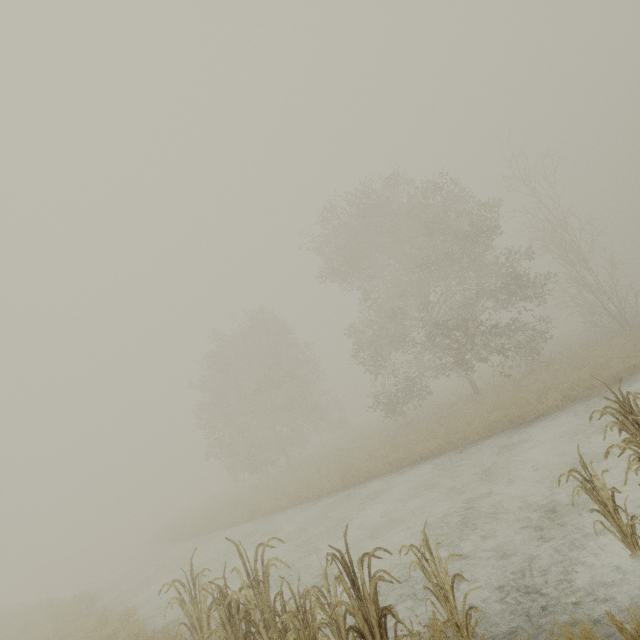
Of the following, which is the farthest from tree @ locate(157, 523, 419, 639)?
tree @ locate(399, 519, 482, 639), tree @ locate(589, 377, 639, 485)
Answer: tree @ locate(589, 377, 639, 485)

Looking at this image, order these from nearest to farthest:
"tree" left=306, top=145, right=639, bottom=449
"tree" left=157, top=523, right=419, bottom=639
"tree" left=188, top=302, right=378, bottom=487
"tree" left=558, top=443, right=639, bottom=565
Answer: "tree" left=157, top=523, right=419, bottom=639
"tree" left=558, top=443, right=639, bottom=565
"tree" left=306, top=145, right=639, bottom=449
"tree" left=188, top=302, right=378, bottom=487

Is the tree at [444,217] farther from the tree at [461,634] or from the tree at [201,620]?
the tree at [201,620]

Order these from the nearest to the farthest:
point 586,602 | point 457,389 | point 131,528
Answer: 1. point 586,602
2. point 457,389
3. point 131,528

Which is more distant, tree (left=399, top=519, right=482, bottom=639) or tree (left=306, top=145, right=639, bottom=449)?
tree (left=306, top=145, right=639, bottom=449)

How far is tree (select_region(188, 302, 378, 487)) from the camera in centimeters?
2580cm

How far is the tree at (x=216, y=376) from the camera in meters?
25.8

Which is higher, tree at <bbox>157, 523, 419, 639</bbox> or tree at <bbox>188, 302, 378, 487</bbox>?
tree at <bbox>188, 302, 378, 487</bbox>
